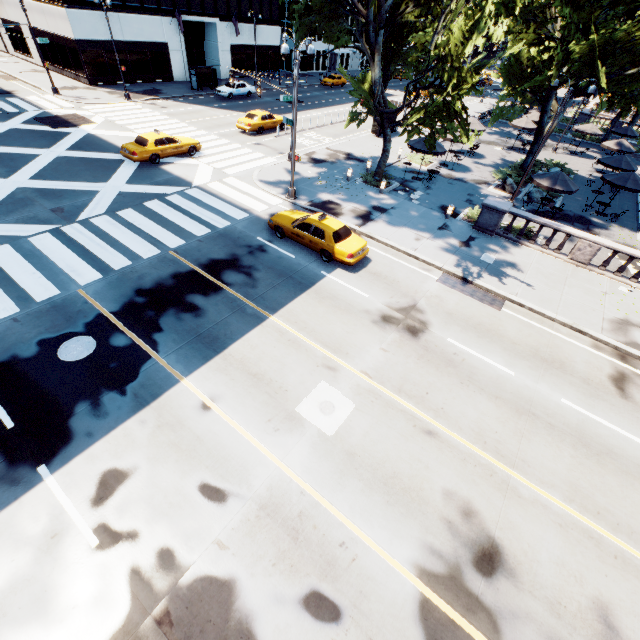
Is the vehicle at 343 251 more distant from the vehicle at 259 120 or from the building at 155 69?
the building at 155 69

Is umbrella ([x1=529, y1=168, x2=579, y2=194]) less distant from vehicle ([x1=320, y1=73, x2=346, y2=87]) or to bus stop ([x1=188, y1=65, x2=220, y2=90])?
bus stop ([x1=188, y1=65, x2=220, y2=90])

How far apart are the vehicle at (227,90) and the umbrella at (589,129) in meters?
36.6

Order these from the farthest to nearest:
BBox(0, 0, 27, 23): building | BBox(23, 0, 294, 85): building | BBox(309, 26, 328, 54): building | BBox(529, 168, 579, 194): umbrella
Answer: BBox(309, 26, 328, 54): building
BBox(0, 0, 27, 23): building
BBox(23, 0, 294, 85): building
BBox(529, 168, 579, 194): umbrella

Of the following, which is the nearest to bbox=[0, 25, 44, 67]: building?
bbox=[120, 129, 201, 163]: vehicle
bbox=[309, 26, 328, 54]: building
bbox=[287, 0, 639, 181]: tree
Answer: bbox=[309, 26, 328, 54]: building

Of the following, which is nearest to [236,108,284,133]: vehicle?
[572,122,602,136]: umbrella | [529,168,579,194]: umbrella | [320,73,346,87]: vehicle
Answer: [529,168,579,194]: umbrella

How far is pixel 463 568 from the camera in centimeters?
716cm

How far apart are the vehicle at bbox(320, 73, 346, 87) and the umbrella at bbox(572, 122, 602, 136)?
33.6 meters
